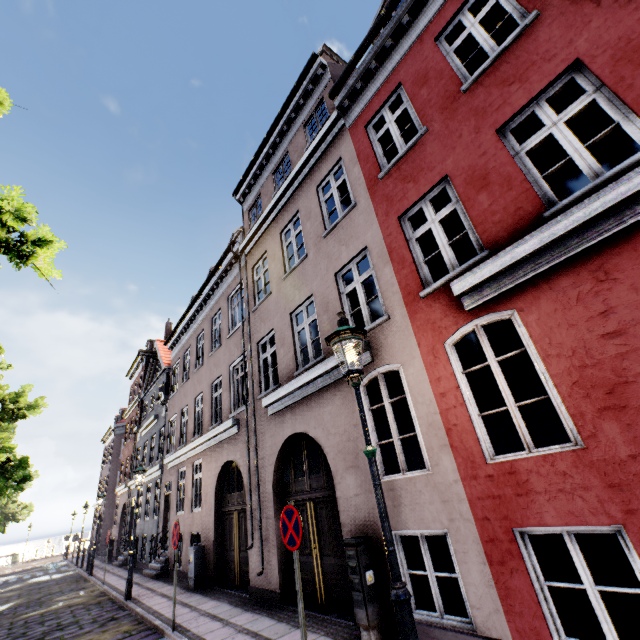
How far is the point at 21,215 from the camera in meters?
6.0 m

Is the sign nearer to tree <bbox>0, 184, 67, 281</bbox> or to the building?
the building

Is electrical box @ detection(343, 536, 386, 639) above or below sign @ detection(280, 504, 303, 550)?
below

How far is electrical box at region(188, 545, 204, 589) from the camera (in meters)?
9.93

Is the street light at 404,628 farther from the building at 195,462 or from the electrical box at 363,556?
the electrical box at 363,556

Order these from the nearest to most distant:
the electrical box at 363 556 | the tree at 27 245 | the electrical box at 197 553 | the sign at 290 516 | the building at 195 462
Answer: the building at 195 462 < the sign at 290 516 < the electrical box at 363 556 < the tree at 27 245 < the electrical box at 197 553

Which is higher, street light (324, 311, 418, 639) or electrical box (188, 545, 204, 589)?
street light (324, 311, 418, 639)

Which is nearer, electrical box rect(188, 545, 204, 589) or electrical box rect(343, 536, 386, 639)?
electrical box rect(343, 536, 386, 639)
